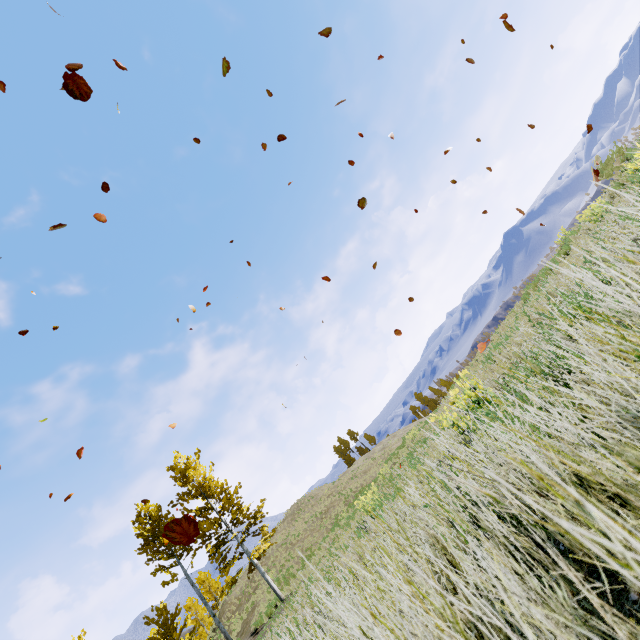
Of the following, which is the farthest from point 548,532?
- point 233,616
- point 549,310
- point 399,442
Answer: point 399,442
